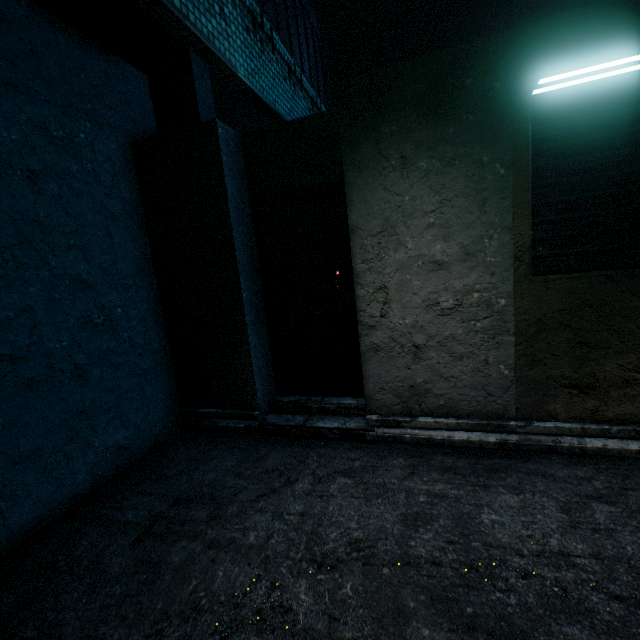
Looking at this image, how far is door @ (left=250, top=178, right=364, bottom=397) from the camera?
3.05m

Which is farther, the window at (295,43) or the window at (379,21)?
the window at (379,21)

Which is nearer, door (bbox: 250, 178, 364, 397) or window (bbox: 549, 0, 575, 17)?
door (bbox: 250, 178, 364, 397)

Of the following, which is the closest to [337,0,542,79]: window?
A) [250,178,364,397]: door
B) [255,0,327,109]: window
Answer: [255,0,327,109]: window

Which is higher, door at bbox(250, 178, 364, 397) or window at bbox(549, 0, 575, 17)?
window at bbox(549, 0, 575, 17)

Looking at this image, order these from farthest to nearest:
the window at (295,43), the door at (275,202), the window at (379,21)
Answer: the window at (379,21) < the window at (295,43) < the door at (275,202)

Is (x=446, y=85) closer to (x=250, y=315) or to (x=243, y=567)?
(x=250, y=315)

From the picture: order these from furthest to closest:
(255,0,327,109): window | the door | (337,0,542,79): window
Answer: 1. (337,0,542,79): window
2. (255,0,327,109): window
3. the door
